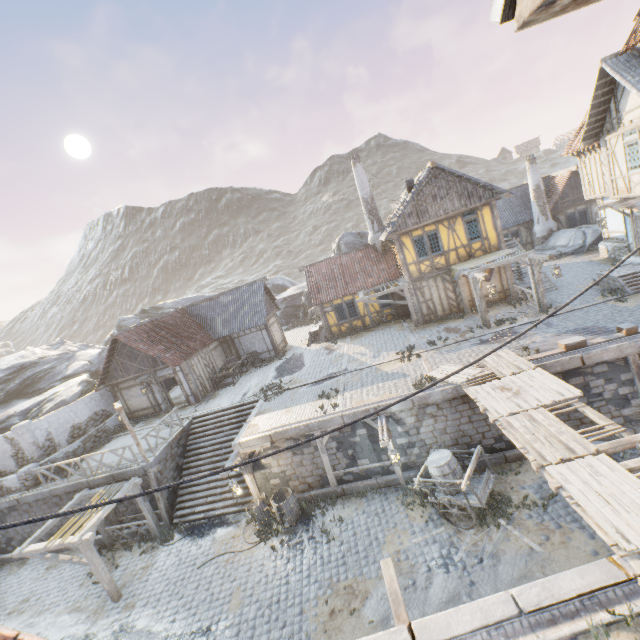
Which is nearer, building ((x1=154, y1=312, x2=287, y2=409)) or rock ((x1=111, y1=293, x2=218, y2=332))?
building ((x1=154, y1=312, x2=287, y2=409))

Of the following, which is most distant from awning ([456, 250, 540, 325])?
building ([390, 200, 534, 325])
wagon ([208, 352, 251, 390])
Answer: wagon ([208, 352, 251, 390])

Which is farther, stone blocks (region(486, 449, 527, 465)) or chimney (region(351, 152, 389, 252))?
chimney (region(351, 152, 389, 252))

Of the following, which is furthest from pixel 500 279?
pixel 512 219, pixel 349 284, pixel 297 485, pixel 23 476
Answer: pixel 23 476

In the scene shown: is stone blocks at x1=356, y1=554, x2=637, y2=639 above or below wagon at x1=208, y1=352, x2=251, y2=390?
below

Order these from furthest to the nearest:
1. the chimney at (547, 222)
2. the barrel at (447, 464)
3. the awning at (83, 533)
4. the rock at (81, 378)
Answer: the chimney at (547, 222) < the rock at (81, 378) < the awning at (83, 533) < the barrel at (447, 464)

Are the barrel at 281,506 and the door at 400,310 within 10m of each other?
no

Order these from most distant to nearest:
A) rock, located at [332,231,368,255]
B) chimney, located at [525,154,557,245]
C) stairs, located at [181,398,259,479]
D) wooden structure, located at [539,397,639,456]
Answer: rock, located at [332,231,368,255]
chimney, located at [525,154,557,245]
stairs, located at [181,398,259,479]
wooden structure, located at [539,397,639,456]
